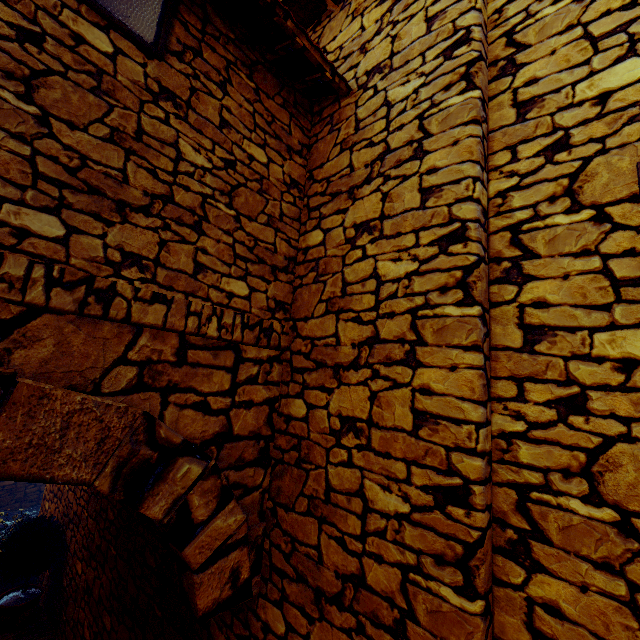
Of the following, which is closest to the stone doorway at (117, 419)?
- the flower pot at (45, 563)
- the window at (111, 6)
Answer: the window at (111, 6)

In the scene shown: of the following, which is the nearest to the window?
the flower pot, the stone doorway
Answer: the stone doorway

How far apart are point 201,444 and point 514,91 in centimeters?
269cm

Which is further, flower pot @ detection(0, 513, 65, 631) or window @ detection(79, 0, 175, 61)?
flower pot @ detection(0, 513, 65, 631)

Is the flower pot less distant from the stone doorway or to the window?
the stone doorway

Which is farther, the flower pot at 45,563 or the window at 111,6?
the flower pot at 45,563
